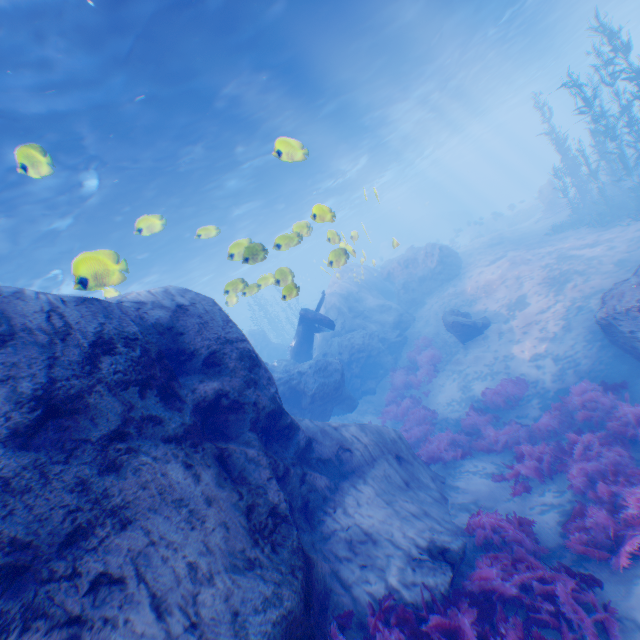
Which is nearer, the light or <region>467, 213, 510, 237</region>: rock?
the light

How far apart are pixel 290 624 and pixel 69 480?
2.9 meters

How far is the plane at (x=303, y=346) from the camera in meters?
15.5 m

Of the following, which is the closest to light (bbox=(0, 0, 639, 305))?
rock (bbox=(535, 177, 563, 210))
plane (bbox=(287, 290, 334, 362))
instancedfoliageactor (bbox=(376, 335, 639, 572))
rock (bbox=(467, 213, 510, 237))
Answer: plane (bbox=(287, 290, 334, 362))

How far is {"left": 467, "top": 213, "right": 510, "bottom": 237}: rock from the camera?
37.1 meters

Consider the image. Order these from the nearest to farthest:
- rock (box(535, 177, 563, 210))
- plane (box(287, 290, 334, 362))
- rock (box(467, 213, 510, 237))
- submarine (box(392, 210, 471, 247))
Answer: plane (box(287, 290, 334, 362)) < rock (box(535, 177, 563, 210)) < rock (box(467, 213, 510, 237)) < submarine (box(392, 210, 471, 247))

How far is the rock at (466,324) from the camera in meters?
14.9

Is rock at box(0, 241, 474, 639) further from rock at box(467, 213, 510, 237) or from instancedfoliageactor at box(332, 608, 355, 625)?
rock at box(467, 213, 510, 237)
